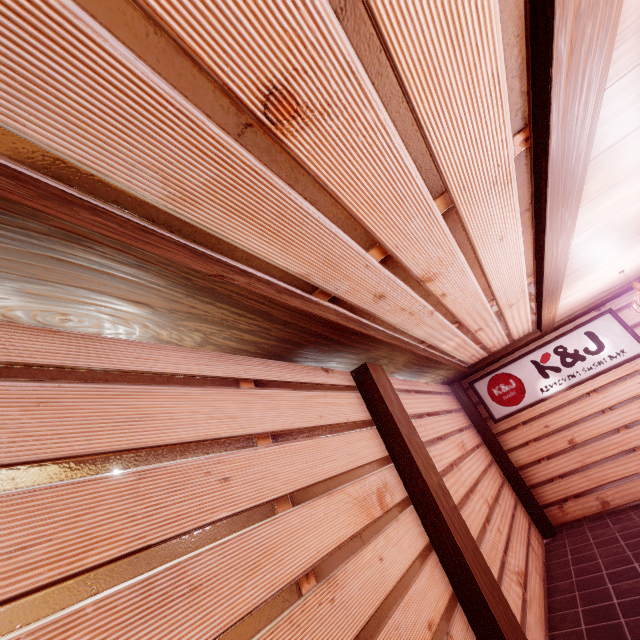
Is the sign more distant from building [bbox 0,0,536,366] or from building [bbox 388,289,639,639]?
building [bbox 0,0,536,366]

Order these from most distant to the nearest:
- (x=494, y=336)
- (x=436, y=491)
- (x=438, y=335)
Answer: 1. (x=494, y=336)
2. (x=438, y=335)
3. (x=436, y=491)

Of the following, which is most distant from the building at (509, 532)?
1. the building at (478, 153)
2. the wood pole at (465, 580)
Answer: the building at (478, 153)

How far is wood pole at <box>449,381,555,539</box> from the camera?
9.8m

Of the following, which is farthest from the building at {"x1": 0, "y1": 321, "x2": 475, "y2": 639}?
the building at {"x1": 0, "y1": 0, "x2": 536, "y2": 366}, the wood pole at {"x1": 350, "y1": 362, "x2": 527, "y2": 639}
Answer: the building at {"x1": 0, "y1": 0, "x2": 536, "y2": 366}

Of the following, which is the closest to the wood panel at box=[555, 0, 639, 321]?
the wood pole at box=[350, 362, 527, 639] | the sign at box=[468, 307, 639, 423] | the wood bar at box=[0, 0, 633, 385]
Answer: the wood bar at box=[0, 0, 633, 385]

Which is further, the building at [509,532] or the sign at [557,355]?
the sign at [557,355]
